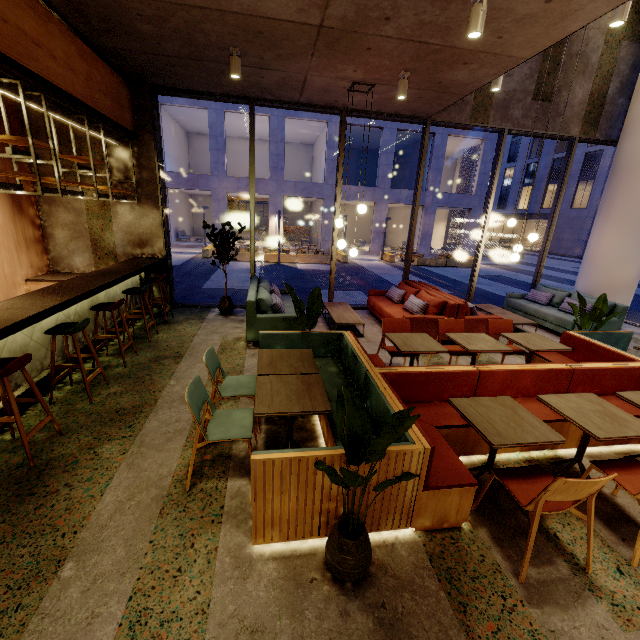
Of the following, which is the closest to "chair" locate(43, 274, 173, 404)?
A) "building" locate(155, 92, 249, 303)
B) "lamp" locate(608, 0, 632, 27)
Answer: "lamp" locate(608, 0, 632, 27)

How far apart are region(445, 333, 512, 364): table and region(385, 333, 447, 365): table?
0.3m

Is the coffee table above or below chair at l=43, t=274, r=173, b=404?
below

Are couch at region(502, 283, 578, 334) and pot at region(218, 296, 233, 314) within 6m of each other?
no

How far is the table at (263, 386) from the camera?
2.68m

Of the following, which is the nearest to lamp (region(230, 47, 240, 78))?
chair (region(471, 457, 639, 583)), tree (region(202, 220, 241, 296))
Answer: tree (region(202, 220, 241, 296))

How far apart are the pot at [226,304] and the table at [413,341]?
4.2m

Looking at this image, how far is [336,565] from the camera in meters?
2.1
